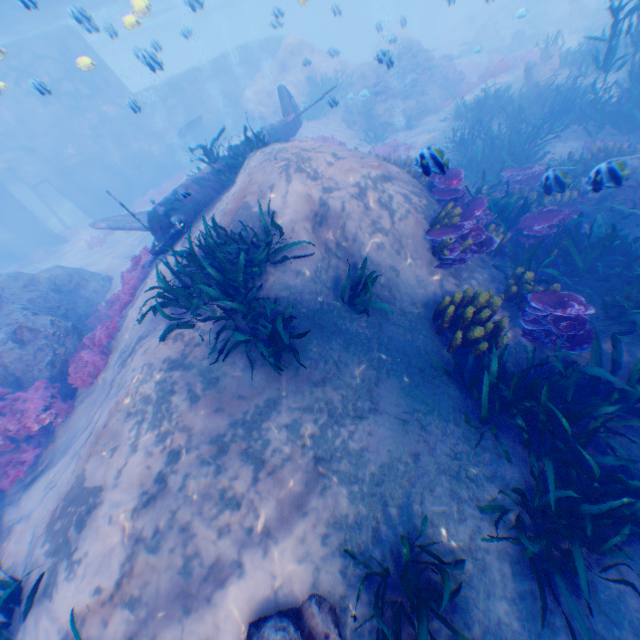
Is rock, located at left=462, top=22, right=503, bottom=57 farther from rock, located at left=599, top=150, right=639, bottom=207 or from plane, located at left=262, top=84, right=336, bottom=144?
plane, located at left=262, top=84, right=336, bottom=144

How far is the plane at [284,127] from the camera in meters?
12.8 m

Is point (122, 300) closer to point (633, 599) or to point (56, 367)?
point (56, 367)

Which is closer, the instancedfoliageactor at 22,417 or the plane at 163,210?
the instancedfoliageactor at 22,417

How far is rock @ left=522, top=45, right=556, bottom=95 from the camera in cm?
1319

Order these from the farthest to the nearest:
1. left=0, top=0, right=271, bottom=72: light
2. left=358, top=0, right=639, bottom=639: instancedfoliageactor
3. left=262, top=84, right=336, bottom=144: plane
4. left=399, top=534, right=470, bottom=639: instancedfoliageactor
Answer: left=262, top=84, right=336, bottom=144: plane → left=0, top=0, right=271, bottom=72: light → left=358, top=0, right=639, bottom=639: instancedfoliageactor → left=399, top=534, right=470, bottom=639: instancedfoliageactor

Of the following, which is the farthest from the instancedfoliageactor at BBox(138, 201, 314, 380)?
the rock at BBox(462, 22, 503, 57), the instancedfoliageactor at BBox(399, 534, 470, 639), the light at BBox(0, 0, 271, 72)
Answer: the rock at BBox(462, 22, 503, 57)
